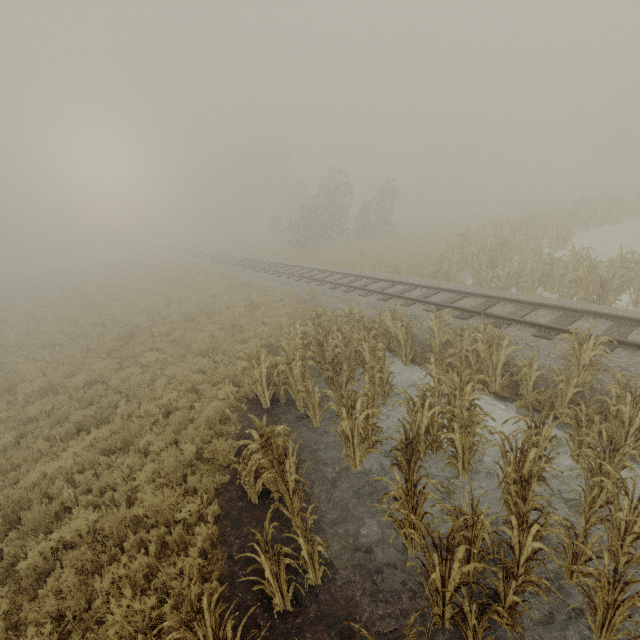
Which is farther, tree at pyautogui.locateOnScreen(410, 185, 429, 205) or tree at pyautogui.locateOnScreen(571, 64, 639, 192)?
tree at pyautogui.locateOnScreen(410, 185, 429, 205)

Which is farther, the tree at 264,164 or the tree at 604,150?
the tree at 264,164

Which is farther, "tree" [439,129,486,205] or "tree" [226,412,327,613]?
"tree" [439,129,486,205]

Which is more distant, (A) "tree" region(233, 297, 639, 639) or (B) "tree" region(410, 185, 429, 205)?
(B) "tree" region(410, 185, 429, 205)

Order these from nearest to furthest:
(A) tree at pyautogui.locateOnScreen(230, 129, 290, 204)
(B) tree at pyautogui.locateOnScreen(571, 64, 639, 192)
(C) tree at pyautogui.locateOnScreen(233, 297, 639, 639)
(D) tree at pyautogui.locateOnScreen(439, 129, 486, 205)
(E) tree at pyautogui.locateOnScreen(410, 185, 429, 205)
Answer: (C) tree at pyautogui.locateOnScreen(233, 297, 639, 639)
(B) tree at pyautogui.locateOnScreen(571, 64, 639, 192)
(D) tree at pyautogui.locateOnScreen(439, 129, 486, 205)
(A) tree at pyautogui.locateOnScreen(230, 129, 290, 204)
(E) tree at pyautogui.locateOnScreen(410, 185, 429, 205)

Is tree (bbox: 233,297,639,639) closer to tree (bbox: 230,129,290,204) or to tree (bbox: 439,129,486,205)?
tree (bbox: 230,129,290,204)

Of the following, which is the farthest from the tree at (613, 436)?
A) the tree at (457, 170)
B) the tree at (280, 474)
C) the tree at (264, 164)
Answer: the tree at (457, 170)

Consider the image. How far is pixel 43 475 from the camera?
7.35m
